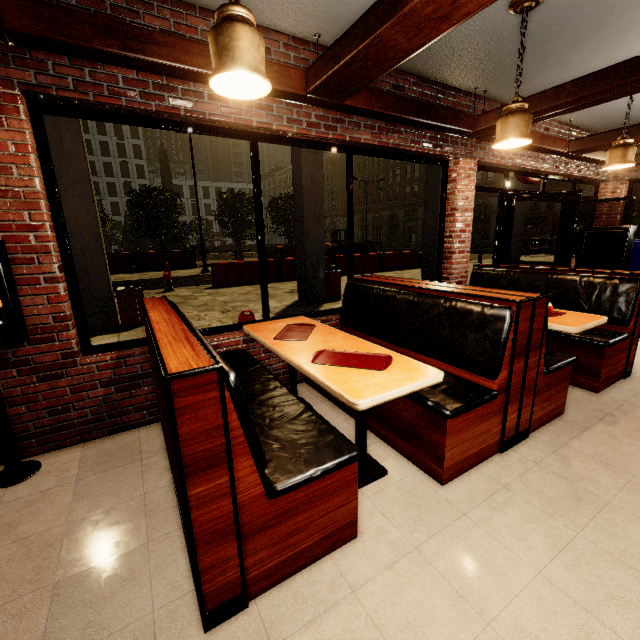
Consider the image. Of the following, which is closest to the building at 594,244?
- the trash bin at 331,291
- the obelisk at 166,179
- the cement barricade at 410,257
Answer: the trash bin at 331,291

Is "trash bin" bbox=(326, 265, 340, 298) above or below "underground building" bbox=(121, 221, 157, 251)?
below

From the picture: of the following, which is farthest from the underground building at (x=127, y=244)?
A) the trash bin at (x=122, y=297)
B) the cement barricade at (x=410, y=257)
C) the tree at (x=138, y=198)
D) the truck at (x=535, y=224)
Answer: the trash bin at (x=122, y=297)

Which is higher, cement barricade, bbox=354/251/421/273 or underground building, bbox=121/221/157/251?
underground building, bbox=121/221/157/251

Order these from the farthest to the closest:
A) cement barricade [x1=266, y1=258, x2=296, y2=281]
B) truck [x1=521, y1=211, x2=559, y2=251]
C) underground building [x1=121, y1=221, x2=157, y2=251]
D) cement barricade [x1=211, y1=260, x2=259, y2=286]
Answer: underground building [x1=121, y1=221, x2=157, y2=251], truck [x1=521, y1=211, x2=559, y2=251], cement barricade [x1=266, y1=258, x2=296, y2=281], cement barricade [x1=211, y1=260, x2=259, y2=286]

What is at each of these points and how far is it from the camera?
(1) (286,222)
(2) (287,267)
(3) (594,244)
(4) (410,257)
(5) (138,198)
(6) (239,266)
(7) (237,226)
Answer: (1) tree, 28.2m
(2) cement barricade, 13.6m
(3) building, 4.1m
(4) cement barricade, 17.2m
(5) tree, 22.5m
(6) cement barricade, 12.6m
(7) tree, 27.0m

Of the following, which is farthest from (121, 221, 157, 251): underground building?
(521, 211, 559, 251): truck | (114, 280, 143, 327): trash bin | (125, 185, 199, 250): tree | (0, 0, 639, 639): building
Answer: (114, 280, 143, 327): trash bin

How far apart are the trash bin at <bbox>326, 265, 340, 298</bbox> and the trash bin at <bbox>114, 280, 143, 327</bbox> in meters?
4.5
